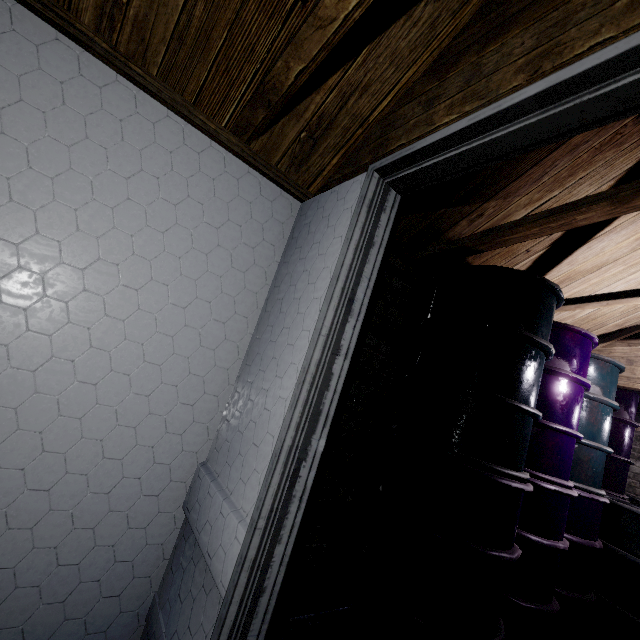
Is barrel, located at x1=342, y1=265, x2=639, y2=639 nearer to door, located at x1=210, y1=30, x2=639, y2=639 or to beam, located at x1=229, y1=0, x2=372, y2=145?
door, located at x1=210, y1=30, x2=639, y2=639

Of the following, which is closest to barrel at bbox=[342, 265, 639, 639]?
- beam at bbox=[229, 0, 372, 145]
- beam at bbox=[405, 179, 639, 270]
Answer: beam at bbox=[405, 179, 639, 270]

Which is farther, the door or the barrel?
the barrel

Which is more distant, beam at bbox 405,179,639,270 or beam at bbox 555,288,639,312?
beam at bbox 555,288,639,312

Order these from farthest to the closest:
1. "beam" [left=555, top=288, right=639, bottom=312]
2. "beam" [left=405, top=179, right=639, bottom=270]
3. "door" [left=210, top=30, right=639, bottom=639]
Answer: "beam" [left=555, top=288, right=639, bottom=312] < "beam" [left=405, top=179, right=639, bottom=270] < "door" [left=210, top=30, right=639, bottom=639]

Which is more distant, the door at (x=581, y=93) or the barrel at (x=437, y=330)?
the barrel at (x=437, y=330)

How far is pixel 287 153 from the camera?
1.4m

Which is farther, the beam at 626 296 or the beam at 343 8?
the beam at 626 296
